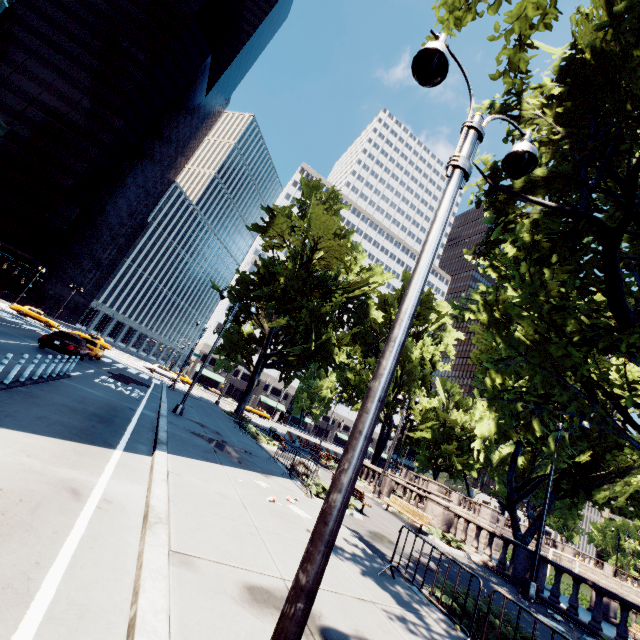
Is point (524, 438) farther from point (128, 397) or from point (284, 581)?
point (128, 397)

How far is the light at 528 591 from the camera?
12.2m

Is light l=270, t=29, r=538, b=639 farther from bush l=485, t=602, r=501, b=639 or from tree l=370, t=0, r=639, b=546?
bush l=485, t=602, r=501, b=639

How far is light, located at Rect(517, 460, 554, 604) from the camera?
12.2m

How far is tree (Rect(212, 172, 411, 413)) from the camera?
25.55m

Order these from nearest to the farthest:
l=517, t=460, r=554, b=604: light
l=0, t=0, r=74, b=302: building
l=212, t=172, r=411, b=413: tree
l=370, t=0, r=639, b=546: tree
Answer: l=370, t=0, r=639, b=546: tree, l=517, t=460, r=554, b=604: light, l=212, t=172, r=411, b=413: tree, l=0, t=0, r=74, b=302: building

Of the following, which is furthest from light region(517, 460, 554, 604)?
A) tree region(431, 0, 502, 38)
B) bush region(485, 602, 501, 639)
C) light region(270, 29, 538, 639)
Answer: light region(270, 29, 538, 639)

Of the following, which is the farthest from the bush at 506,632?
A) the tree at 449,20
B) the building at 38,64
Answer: the building at 38,64
